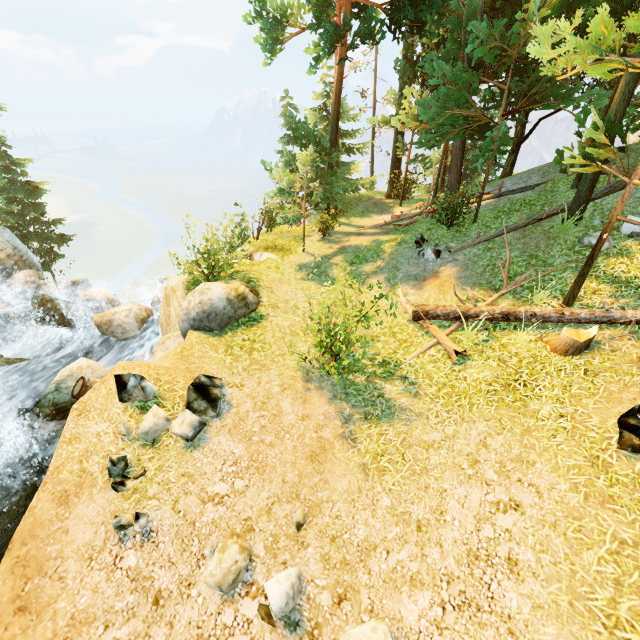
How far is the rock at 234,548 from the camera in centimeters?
450cm

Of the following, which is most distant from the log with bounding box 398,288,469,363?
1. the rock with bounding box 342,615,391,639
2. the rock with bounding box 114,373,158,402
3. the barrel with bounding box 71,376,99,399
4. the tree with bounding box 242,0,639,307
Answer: the barrel with bounding box 71,376,99,399

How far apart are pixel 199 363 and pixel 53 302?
9.5m

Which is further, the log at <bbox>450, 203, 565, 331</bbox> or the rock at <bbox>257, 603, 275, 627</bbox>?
the log at <bbox>450, 203, 565, 331</bbox>

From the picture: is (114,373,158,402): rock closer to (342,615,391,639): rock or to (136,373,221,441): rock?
(136,373,221,441): rock

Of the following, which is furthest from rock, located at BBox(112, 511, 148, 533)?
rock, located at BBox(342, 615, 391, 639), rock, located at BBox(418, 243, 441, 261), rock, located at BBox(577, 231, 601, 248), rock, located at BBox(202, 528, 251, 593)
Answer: rock, located at BBox(577, 231, 601, 248)

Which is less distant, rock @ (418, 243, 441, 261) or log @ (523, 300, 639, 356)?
log @ (523, 300, 639, 356)

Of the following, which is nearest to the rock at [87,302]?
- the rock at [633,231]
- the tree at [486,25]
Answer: the tree at [486,25]
